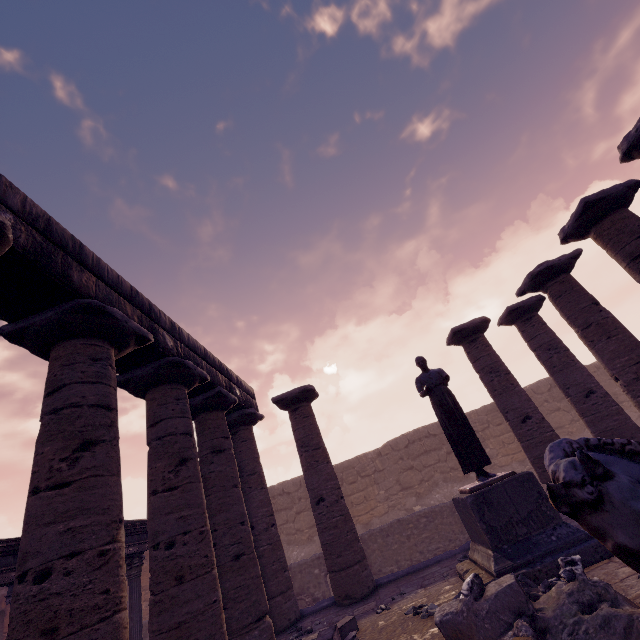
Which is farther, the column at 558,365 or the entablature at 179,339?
the column at 558,365

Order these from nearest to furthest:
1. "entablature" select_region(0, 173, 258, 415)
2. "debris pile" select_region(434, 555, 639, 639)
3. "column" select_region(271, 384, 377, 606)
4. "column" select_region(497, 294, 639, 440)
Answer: "debris pile" select_region(434, 555, 639, 639), "entablature" select_region(0, 173, 258, 415), "column" select_region(271, 384, 377, 606), "column" select_region(497, 294, 639, 440)

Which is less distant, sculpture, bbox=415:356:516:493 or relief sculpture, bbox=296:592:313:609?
sculpture, bbox=415:356:516:493

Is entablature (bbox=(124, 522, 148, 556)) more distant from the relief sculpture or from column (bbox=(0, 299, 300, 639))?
the relief sculpture

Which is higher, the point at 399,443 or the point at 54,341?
the point at 54,341

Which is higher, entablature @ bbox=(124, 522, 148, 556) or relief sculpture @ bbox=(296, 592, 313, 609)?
entablature @ bbox=(124, 522, 148, 556)

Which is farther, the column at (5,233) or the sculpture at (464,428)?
the sculpture at (464,428)

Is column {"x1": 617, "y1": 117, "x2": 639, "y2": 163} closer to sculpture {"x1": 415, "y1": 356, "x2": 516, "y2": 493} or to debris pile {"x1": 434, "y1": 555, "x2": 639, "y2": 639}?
debris pile {"x1": 434, "y1": 555, "x2": 639, "y2": 639}
